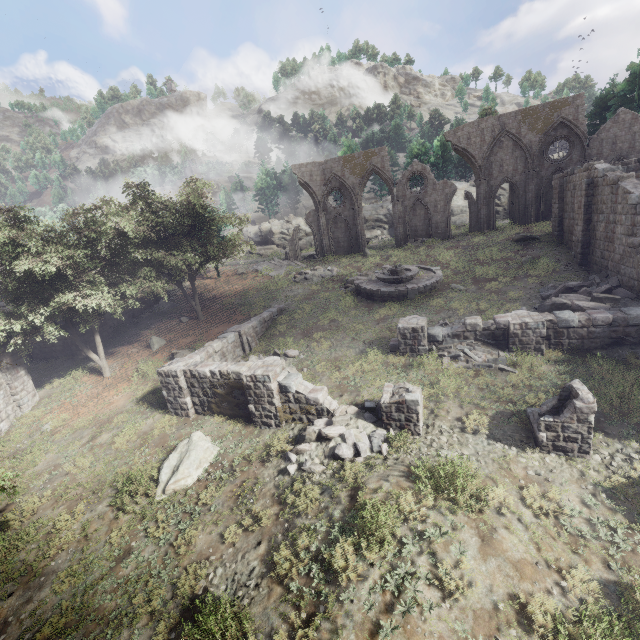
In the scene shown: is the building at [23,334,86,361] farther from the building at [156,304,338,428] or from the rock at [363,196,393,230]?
the rock at [363,196,393,230]

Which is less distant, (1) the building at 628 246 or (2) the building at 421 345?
(2) the building at 421 345

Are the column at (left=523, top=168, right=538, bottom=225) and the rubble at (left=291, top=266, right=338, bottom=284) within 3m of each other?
no

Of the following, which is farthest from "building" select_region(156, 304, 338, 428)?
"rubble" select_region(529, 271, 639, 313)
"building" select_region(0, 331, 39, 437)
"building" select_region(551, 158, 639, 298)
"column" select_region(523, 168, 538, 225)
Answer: "column" select_region(523, 168, 538, 225)

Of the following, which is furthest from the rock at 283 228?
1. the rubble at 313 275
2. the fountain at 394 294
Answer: the rubble at 313 275

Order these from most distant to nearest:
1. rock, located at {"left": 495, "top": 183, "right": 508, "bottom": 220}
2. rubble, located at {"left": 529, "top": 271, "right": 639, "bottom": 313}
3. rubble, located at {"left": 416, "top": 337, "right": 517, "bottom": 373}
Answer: rock, located at {"left": 495, "top": 183, "right": 508, "bottom": 220} → rubble, located at {"left": 529, "top": 271, "right": 639, "bottom": 313} → rubble, located at {"left": 416, "top": 337, "right": 517, "bottom": 373}

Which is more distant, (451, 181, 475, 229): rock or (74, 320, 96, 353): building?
(451, 181, 475, 229): rock

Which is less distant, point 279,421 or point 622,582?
point 622,582
